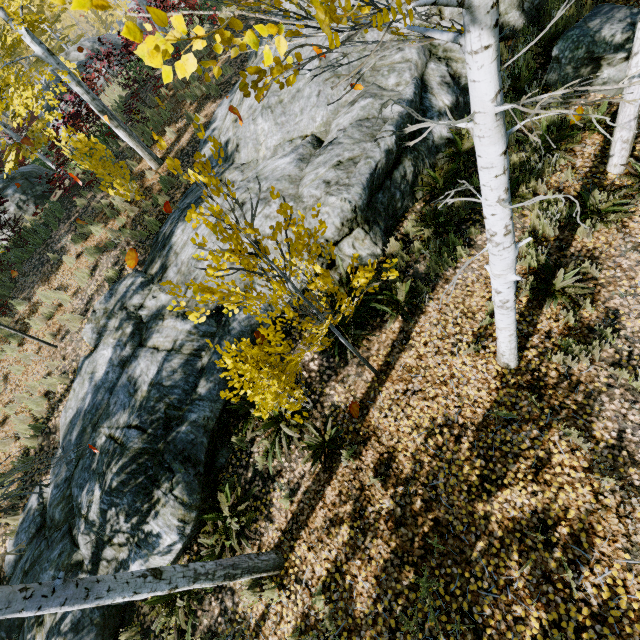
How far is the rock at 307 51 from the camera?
7.4m

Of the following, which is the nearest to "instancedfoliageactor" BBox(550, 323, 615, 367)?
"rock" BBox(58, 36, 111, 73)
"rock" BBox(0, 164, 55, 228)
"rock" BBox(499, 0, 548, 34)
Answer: "rock" BBox(499, 0, 548, 34)

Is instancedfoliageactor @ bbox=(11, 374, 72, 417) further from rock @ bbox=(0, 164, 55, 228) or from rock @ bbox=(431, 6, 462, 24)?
rock @ bbox=(0, 164, 55, 228)

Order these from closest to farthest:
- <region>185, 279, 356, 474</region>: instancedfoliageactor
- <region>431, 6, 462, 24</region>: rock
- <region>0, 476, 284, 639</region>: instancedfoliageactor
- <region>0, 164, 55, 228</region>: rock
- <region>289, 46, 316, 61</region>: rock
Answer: <region>0, 476, 284, 639</region>: instancedfoliageactor
<region>185, 279, 356, 474</region>: instancedfoliageactor
<region>431, 6, 462, 24</region>: rock
<region>289, 46, 316, 61</region>: rock
<region>0, 164, 55, 228</region>: rock

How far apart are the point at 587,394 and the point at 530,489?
1.53m

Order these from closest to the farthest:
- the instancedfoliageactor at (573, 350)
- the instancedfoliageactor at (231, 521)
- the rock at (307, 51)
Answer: the instancedfoliageactor at (231, 521)
the instancedfoliageactor at (573, 350)
the rock at (307, 51)
